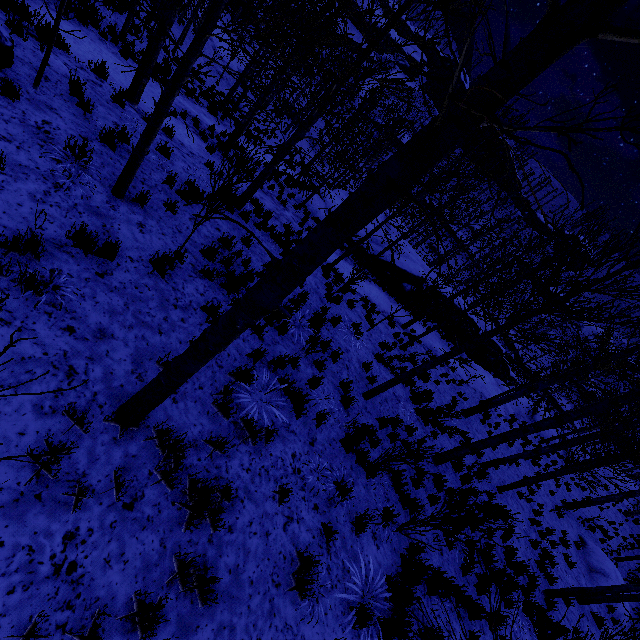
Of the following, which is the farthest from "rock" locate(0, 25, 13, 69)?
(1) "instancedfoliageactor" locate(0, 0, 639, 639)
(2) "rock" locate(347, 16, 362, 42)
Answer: (2) "rock" locate(347, 16, 362, 42)

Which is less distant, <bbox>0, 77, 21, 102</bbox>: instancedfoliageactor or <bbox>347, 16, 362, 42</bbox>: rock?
<bbox>0, 77, 21, 102</bbox>: instancedfoliageactor

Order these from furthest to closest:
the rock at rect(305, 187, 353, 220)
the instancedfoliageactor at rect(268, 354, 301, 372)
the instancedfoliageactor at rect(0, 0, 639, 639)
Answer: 1. the rock at rect(305, 187, 353, 220)
2. the instancedfoliageactor at rect(268, 354, 301, 372)
3. the instancedfoliageactor at rect(0, 0, 639, 639)

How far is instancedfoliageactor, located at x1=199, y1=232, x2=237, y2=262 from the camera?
6.4 meters

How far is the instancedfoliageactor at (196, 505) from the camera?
3.6 meters

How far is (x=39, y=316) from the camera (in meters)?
3.64

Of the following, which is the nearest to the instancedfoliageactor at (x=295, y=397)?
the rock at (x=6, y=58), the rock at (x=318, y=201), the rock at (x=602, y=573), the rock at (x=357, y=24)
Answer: the rock at (x=6, y=58)

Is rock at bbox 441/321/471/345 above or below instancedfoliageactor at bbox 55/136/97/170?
below
